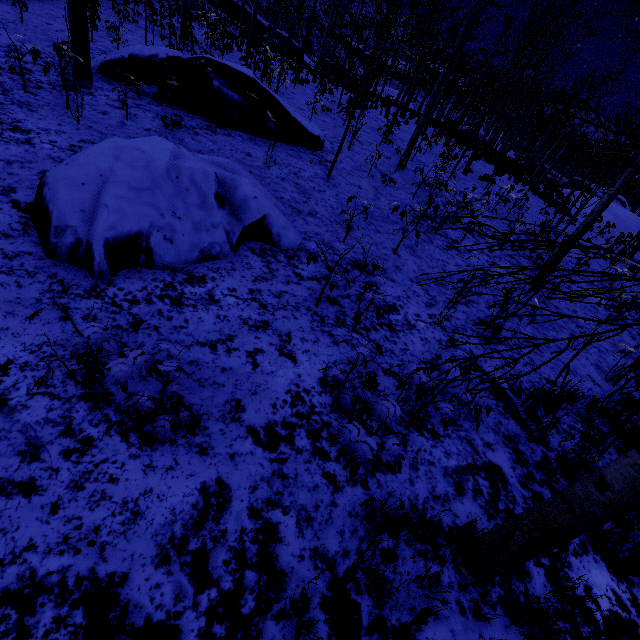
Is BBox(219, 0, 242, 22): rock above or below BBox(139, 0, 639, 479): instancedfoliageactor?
above

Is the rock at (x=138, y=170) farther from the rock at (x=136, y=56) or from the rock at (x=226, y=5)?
the rock at (x=226, y=5)

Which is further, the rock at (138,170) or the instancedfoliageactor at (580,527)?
the rock at (138,170)

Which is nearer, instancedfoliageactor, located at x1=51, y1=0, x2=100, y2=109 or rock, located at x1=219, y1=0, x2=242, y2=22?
instancedfoliageactor, located at x1=51, y1=0, x2=100, y2=109

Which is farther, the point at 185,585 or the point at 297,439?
the point at 297,439

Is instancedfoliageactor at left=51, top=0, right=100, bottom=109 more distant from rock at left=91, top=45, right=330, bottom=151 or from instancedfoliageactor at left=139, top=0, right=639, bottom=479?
A: instancedfoliageactor at left=139, top=0, right=639, bottom=479

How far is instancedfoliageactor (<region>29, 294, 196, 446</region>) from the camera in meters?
2.2 m

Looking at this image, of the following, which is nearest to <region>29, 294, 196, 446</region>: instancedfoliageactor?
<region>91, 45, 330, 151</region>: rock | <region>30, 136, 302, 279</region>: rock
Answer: <region>30, 136, 302, 279</region>: rock
